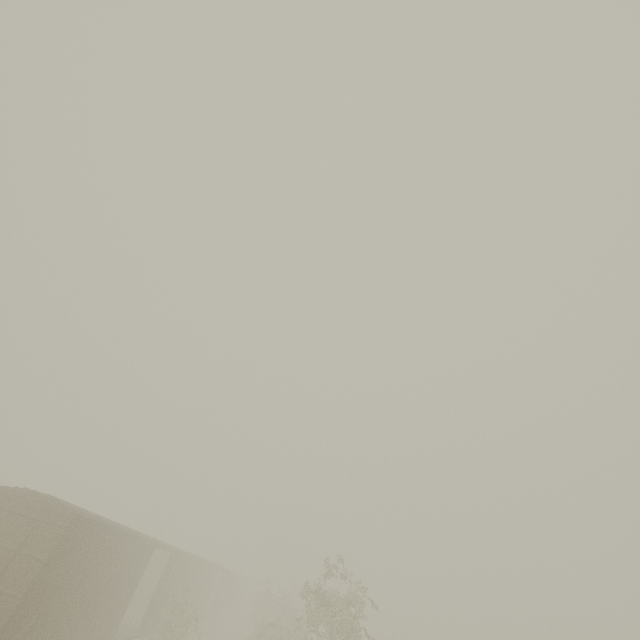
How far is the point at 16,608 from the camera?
8.73m
